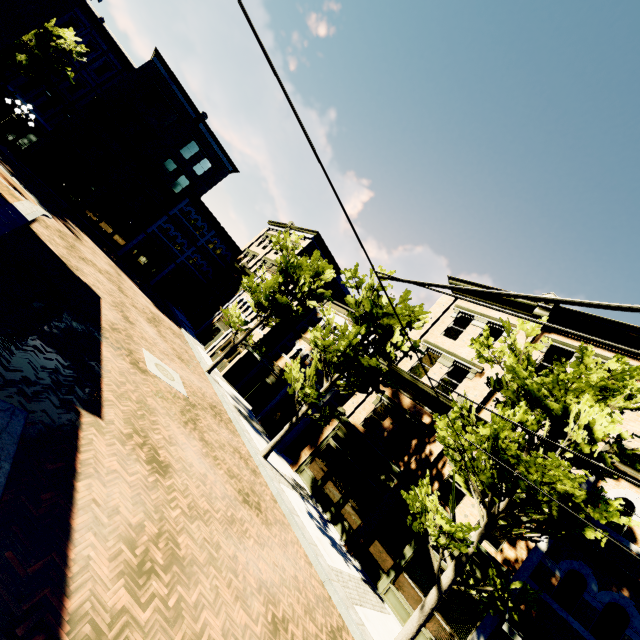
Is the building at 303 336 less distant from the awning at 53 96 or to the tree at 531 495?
the tree at 531 495

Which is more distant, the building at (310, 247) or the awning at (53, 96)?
the building at (310, 247)

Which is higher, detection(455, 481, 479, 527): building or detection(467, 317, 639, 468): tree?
detection(467, 317, 639, 468): tree

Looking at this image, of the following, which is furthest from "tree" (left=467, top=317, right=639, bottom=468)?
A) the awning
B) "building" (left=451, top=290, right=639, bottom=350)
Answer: the awning

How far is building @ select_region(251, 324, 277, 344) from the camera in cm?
2350

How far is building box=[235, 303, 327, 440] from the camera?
20.0m

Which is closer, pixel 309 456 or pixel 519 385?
pixel 519 385
